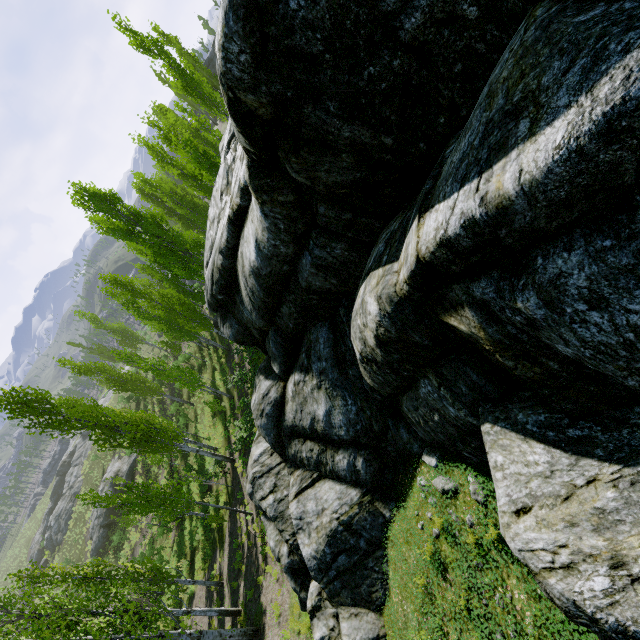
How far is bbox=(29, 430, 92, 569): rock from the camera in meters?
48.6 m

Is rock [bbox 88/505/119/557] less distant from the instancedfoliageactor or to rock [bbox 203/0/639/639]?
the instancedfoliageactor

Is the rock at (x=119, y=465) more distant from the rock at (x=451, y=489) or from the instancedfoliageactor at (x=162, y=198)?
the rock at (x=451, y=489)

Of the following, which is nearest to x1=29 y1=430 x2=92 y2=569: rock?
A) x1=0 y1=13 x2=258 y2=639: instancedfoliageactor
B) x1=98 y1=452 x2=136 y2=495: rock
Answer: x1=0 y1=13 x2=258 y2=639: instancedfoliageactor

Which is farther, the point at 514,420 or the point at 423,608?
the point at 423,608

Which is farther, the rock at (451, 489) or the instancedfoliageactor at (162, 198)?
the instancedfoliageactor at (162, 198)
